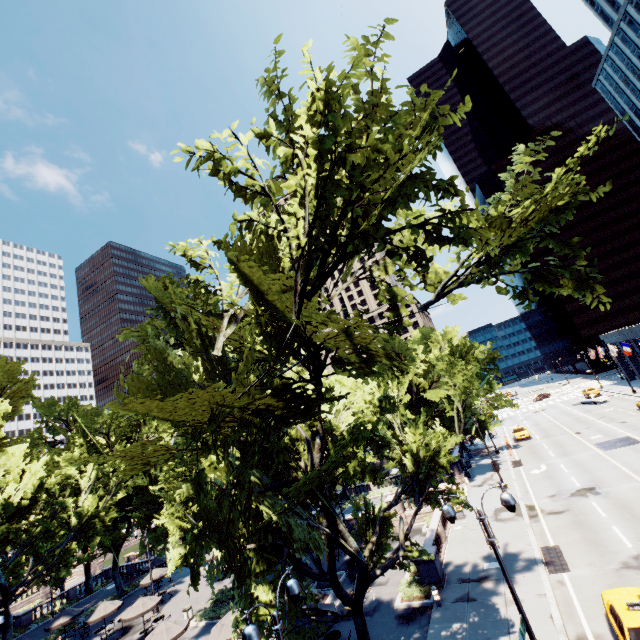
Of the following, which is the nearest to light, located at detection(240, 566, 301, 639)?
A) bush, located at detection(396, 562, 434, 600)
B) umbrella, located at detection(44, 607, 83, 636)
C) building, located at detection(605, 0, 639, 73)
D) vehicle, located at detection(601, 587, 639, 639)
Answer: vehicle, located at detection(601, 587, 639, 639)

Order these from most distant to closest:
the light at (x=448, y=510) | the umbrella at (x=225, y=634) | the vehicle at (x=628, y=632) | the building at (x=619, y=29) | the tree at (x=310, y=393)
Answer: the building at (x=619, y=29)
the umbrella at (x=225, y=634)
the vehicle at (x=628, y=632)
the light at (x=448, y=510)
the tree at (x=310, y=393)

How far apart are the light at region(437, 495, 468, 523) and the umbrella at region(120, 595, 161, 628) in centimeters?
2693cm

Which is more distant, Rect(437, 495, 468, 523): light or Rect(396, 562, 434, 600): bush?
Rect(396, 562, 434, 600): bush

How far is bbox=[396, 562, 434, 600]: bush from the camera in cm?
1880

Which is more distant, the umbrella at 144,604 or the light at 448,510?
the umbrella at 144,604

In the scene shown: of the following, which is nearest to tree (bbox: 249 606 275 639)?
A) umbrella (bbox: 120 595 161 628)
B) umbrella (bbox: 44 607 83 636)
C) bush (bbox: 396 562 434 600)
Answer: umbrella (bbox: 44 607 83 636)

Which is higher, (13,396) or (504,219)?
(13,396)
